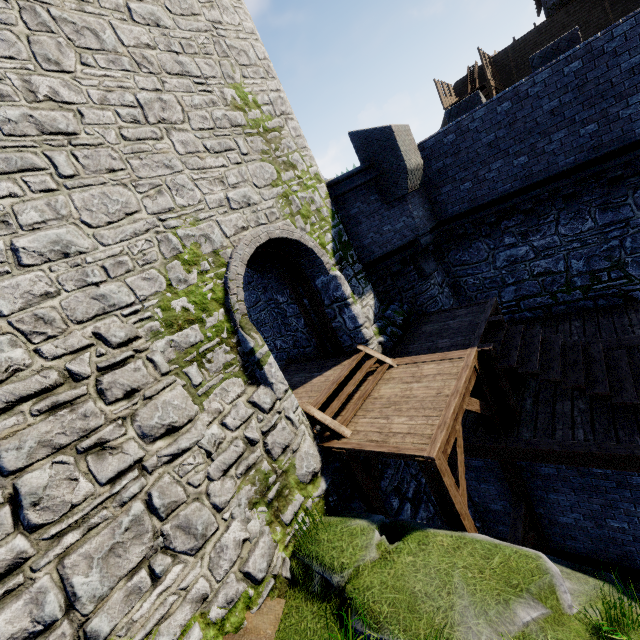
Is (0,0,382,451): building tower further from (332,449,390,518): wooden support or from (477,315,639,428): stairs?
(477,315,639,428): stairs

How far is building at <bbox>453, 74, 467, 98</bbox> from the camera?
29.4m

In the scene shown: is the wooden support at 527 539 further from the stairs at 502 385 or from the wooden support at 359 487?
the wooden support at 359 487

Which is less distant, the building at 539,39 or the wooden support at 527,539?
the wooden support at 527,539

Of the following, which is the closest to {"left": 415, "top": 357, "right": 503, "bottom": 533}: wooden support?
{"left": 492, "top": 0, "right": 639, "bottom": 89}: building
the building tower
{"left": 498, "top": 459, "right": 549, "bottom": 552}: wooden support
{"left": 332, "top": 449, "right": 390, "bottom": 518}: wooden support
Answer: {"left": 498, "top": 459, "right": 549, "bottom": 552}: wooden support

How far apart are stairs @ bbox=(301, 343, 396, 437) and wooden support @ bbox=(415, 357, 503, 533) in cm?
158

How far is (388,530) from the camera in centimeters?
508cm

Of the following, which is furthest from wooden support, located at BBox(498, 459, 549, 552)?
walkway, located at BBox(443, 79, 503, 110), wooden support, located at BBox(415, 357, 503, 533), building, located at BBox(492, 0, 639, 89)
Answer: building, located at BBox(492, 0, 639, 89)
